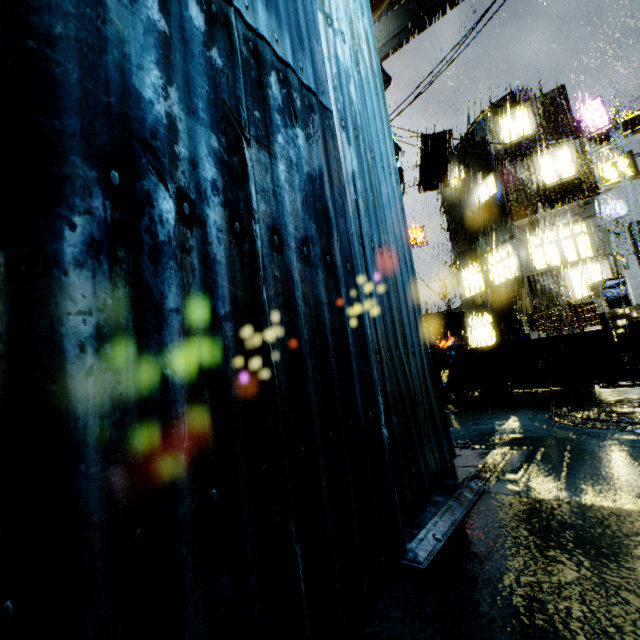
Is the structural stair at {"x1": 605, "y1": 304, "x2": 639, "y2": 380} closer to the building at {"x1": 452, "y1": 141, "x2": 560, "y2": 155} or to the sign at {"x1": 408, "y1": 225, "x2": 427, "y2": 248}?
the building at {"x1": 452, "y1": 141, "x2": 560, "y2": 155}

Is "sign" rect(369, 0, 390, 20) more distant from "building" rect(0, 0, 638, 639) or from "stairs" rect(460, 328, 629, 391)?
"stairs" rect(460, 328, 629, 391)

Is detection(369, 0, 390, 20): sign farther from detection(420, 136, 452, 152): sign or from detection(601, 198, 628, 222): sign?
detection(601, 198, 628, 222): sign

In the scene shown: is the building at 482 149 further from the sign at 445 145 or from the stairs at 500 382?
the stairs at 500 382

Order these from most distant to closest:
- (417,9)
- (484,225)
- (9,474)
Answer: (484,225), (417,9), (9,474)

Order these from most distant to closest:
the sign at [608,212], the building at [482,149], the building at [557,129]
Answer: the sign at [608,212] < the building at [482,149] < the building at [557,129]

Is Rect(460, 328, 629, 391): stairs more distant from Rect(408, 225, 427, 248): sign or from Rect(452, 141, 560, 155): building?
Rect(408, 225, 427, 248): sign
